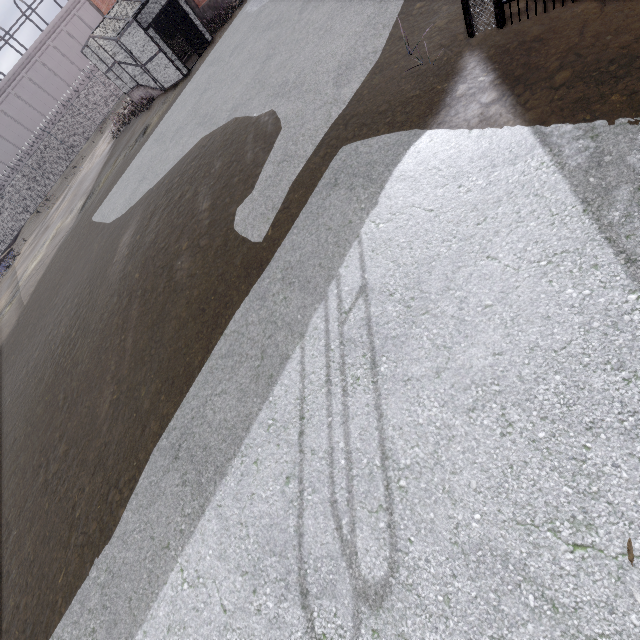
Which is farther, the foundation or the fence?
the fence

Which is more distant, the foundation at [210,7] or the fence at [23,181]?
the fence at [23,181]

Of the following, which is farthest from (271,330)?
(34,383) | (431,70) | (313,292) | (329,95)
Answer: (34,383)
